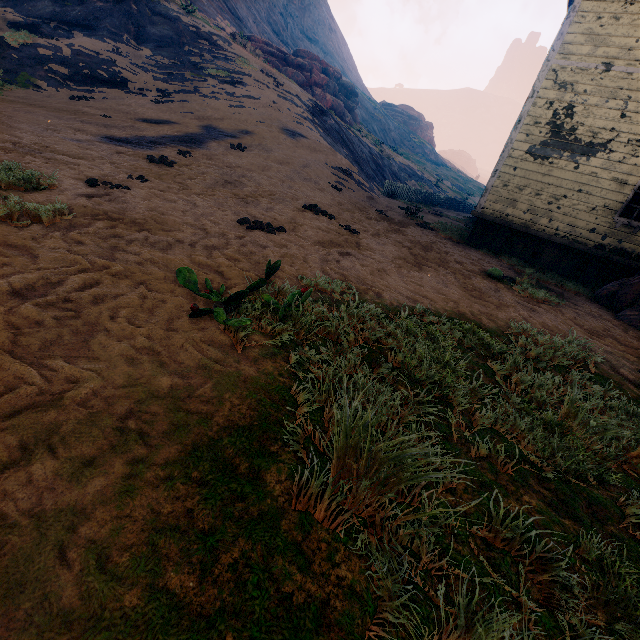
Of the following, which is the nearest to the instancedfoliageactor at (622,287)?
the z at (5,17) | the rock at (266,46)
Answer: the z at (5,17)

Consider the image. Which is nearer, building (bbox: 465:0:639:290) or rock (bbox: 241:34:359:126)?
building (bbox: 465:0:639:290)

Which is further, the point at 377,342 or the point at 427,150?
the point at 427,150

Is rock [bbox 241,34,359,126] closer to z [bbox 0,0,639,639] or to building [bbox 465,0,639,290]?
z [bbox 0,0,639,639]

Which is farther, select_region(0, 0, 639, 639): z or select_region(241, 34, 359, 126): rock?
select_region(241, 34, 359, 126): rock

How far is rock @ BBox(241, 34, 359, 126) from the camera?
27.4m

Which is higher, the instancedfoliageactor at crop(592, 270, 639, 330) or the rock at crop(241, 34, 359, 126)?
the rock at crop(241, 34, 359, 126)

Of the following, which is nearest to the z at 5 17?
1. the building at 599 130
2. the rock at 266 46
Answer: the building at 599 130
